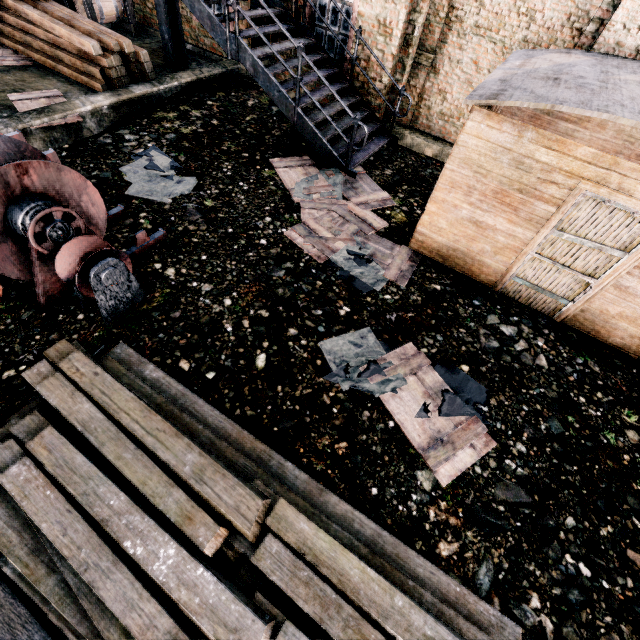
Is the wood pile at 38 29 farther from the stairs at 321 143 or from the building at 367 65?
the building at 367 65

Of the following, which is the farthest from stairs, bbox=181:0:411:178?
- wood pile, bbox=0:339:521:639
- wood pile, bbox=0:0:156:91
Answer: wood pile, bbox=0:339:521:639

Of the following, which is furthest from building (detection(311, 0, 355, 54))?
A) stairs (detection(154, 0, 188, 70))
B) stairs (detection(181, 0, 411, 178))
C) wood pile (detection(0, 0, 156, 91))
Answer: wood pile (detection(0, 0, 156, 91))

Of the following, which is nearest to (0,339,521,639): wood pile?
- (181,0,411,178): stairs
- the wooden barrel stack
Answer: (181,0,411,178): stairs

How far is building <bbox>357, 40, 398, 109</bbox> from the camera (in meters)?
9.48

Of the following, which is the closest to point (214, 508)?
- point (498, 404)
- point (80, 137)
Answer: point (498, 404)

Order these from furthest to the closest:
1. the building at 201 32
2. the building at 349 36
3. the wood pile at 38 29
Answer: the building at 201 32, the building at 349 36, the wood pile at 38 29
